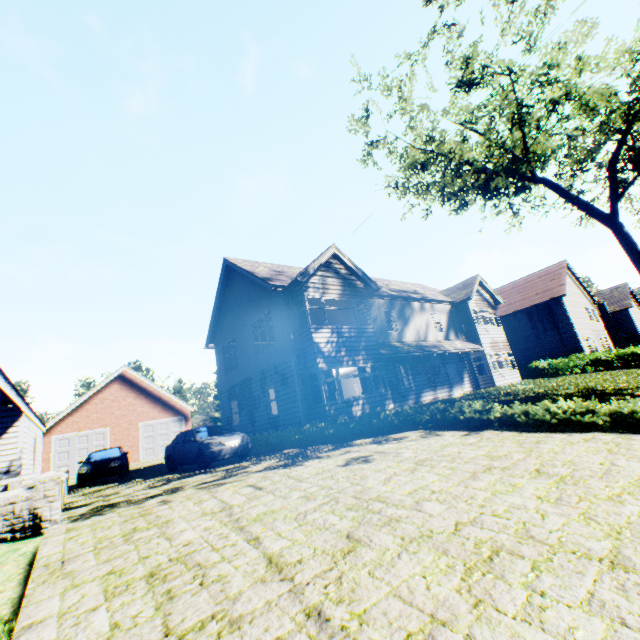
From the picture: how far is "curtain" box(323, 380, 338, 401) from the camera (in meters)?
14.15

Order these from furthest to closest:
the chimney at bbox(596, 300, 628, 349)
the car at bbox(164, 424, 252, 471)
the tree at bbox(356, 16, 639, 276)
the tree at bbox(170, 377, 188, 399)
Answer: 1. the tree at bbox(170, 377, 188, 399)
2. the chimney at bbox(596, 300, 628, 349)
3. the tree at bbox(356, 16, 639, 276)
4. the car at bbox(164, 424, 252, 471)

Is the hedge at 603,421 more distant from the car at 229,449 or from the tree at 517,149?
the tree at 517,149

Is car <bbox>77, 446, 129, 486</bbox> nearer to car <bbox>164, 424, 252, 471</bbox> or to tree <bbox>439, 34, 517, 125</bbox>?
car <bbox>164, 424, 252, 471</bbox>

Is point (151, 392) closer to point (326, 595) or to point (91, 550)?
point (91, 550)

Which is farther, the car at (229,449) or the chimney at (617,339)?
the chimney at (617,339)

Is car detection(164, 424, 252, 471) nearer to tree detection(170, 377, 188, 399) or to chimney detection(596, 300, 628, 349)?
tree detection(170, 377, 188, 399)

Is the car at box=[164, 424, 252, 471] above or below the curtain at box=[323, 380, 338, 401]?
below
